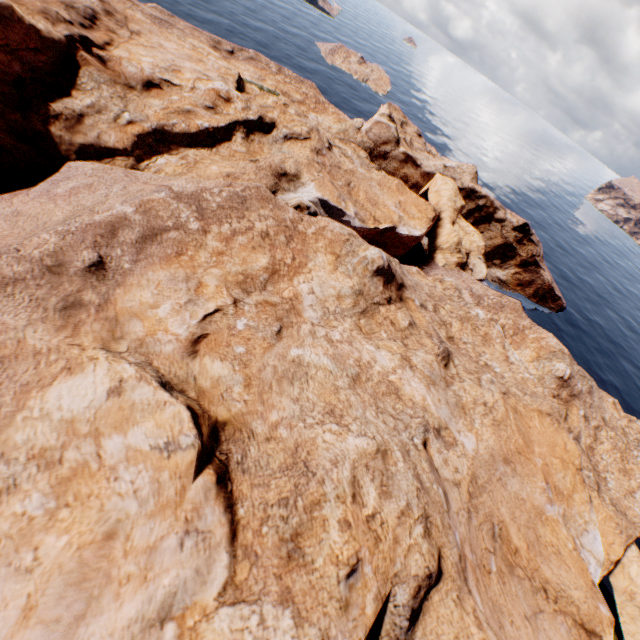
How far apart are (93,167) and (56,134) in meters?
3.0
